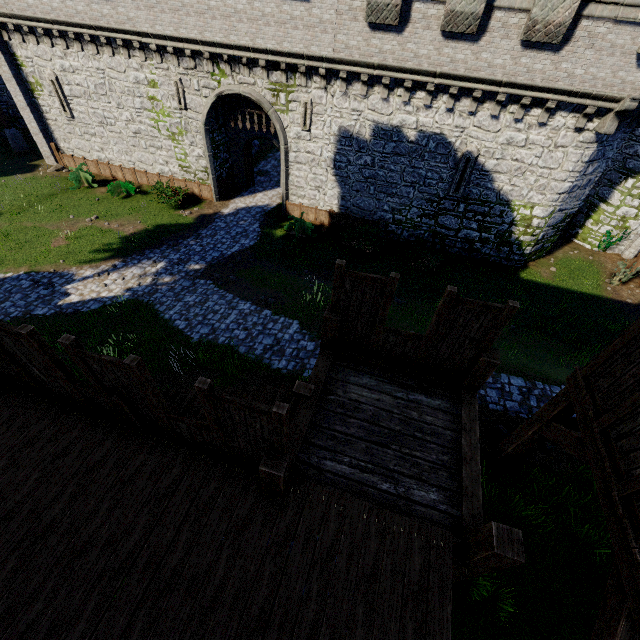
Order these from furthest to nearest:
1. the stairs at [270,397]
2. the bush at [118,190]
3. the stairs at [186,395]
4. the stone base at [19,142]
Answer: the stone base at [19,142] < the bush at [118,190] < the stairs at [186,395] < the stairs at [270,397]

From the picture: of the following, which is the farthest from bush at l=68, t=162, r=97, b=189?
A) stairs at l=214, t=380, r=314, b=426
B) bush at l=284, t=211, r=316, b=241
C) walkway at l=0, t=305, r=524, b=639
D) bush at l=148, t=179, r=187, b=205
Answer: walkway at l=0, t=305, r=524, b=639

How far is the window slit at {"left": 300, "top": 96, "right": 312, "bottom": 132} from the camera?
16.1m

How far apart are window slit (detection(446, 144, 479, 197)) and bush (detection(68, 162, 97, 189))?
22.3 meters

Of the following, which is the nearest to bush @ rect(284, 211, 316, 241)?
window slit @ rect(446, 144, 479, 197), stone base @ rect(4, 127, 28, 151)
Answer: window slit @ rect(446, 144, 479, 197)

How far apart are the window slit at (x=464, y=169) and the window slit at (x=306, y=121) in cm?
764

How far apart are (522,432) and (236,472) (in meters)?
6.00

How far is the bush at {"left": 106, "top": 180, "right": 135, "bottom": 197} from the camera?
20.6 meters
